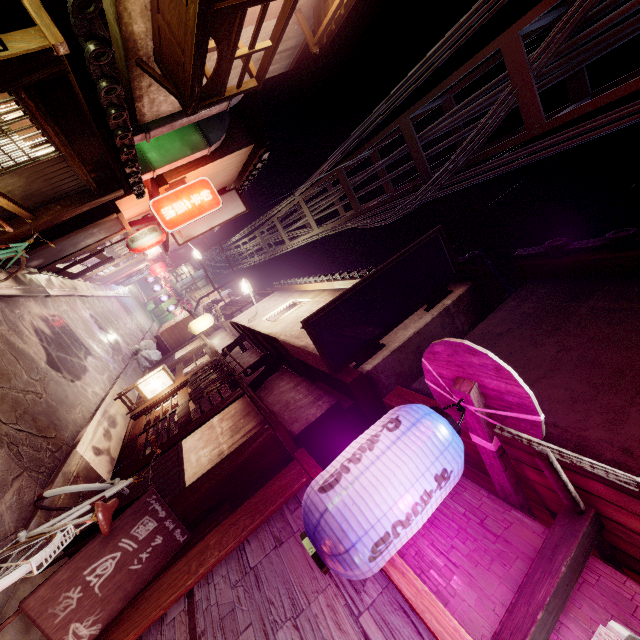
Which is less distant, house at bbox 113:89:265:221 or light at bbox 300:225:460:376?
light at bbox 300:225:460:376

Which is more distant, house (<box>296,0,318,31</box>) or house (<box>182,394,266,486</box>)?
house (<box>296,0,318,31</box>)

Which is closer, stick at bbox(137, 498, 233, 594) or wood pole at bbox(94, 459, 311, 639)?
wood pole at bbox(94, 459, 311, 639)

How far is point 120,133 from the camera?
8.1 meters

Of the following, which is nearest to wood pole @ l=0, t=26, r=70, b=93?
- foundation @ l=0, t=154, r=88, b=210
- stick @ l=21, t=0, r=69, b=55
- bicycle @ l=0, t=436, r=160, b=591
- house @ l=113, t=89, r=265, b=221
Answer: stick @ l=21, t=0, r=69, b=55

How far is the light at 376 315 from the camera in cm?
927

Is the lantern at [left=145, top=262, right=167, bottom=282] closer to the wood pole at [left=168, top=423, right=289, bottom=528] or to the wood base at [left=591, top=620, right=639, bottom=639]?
the wood pole at [left=168, top=423, right=289, bottom=528]

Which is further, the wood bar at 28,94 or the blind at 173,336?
Result: the blind at 173,336
